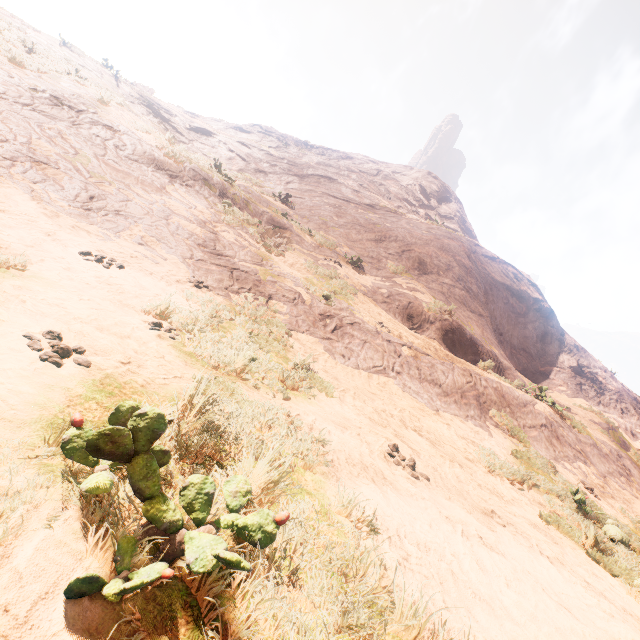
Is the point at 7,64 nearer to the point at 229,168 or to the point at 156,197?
the point at 156,197
